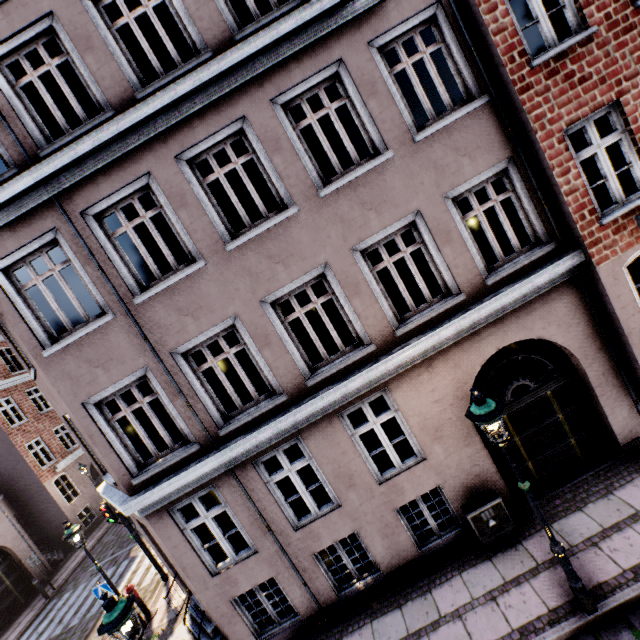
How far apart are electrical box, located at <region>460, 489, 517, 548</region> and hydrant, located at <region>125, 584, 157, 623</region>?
9.9 meters

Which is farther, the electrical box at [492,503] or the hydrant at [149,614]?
the hydrant at [149,614]

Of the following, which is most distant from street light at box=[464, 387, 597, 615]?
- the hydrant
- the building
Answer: the building

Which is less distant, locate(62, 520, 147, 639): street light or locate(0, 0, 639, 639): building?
locate(62, 520, 147, 639): street light

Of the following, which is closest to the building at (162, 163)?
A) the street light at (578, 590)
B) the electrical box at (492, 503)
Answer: the electrical box at (492, 503)

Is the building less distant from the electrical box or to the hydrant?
the electrical box

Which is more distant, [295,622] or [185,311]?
[295,622]
